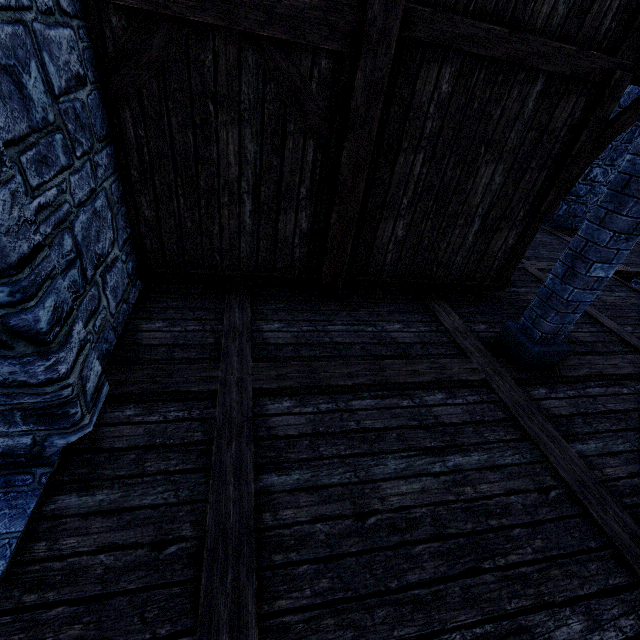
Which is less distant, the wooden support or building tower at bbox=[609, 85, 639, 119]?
the wooden support

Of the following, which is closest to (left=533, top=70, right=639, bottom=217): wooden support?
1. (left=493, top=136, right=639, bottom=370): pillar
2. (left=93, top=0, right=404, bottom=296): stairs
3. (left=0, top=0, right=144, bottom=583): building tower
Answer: (left=93, top=0, right=404, bottom=296): stairs

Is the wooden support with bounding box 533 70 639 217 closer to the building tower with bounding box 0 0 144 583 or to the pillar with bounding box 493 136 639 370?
the pillar with bounding box 493 136 639 370

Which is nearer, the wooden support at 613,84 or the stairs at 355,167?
the stairs at 355,167

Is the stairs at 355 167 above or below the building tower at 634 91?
below

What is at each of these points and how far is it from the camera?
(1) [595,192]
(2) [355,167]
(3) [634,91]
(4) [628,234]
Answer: (1) building tower, 9.5m
(2) stairs, 3.7m
(3) building tower, 8.0m
(4) pillar, 3.0m

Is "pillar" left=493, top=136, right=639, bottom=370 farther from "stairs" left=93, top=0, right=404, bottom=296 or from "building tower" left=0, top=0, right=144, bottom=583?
"building tower" left=0, top=0, right=144, bottom=583
